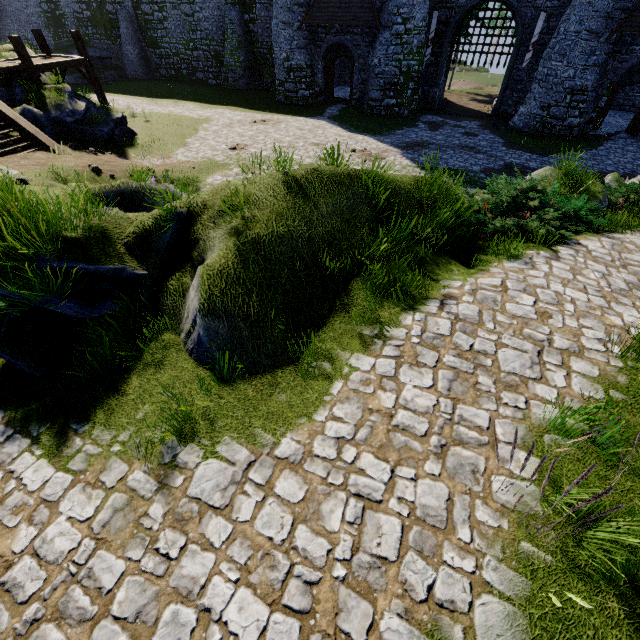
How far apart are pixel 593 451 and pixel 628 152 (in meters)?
25.01

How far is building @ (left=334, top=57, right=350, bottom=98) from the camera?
30.7 meters

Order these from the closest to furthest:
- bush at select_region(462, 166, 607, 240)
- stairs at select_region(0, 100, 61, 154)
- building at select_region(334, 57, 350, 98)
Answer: bush at select_region(462, 166, 607, 240) < stairs at select_region(0, 100, 61, 154) < building at select_region(334, 57, 350, 98)

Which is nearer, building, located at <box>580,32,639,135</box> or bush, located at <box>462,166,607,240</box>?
bush, located at <box>462,166,607,240</box>

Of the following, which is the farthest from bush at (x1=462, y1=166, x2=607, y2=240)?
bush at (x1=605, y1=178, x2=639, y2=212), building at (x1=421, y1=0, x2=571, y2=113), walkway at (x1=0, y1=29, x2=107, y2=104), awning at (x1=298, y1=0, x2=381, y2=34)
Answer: awning at (x1=298, y1=0, x2=381, y2=34)

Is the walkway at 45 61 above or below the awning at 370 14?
below

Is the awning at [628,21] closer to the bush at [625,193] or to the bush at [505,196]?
the bush at [625,193]

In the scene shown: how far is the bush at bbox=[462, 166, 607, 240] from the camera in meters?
7.0 m
